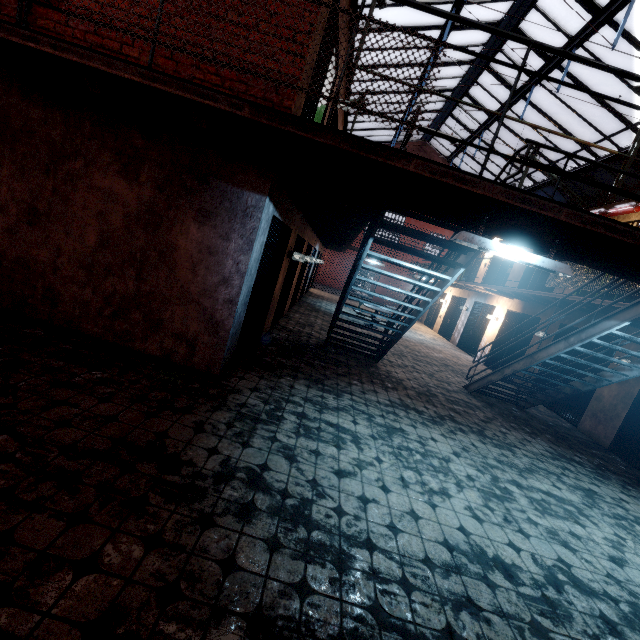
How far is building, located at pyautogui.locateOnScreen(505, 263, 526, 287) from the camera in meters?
12.3

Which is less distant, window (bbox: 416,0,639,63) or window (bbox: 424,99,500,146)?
window (bbox: 416,0,639,63)

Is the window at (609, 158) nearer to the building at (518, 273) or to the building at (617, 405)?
the building at (518, 273)

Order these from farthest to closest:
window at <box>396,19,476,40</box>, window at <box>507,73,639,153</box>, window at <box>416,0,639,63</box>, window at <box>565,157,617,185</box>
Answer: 1. window at <box>565,157,617,185</box>
2. window at <box>507,73,639,153</box>
3. window at <box>396,19,476,40</box>
4. window at <box>416,0,639,63</box>

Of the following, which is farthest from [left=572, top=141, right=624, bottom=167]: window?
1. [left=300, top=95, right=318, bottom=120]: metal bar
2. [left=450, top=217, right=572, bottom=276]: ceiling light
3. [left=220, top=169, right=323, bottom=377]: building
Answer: [left=450, top=217, right=572, bottom=276]: ceiling light

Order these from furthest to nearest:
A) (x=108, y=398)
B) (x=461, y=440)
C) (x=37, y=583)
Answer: (x=461, y=440) < (x=108, y=398) < (x=37, y=583)

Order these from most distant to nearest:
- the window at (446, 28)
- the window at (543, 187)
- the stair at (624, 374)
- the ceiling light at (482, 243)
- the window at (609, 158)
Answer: the window at (543, 187) < the window at (609, 158) < the window at (446, 28) < the stair at (624, 374) < the ceiling light at (482, 243)

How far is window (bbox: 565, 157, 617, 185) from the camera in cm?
1297
